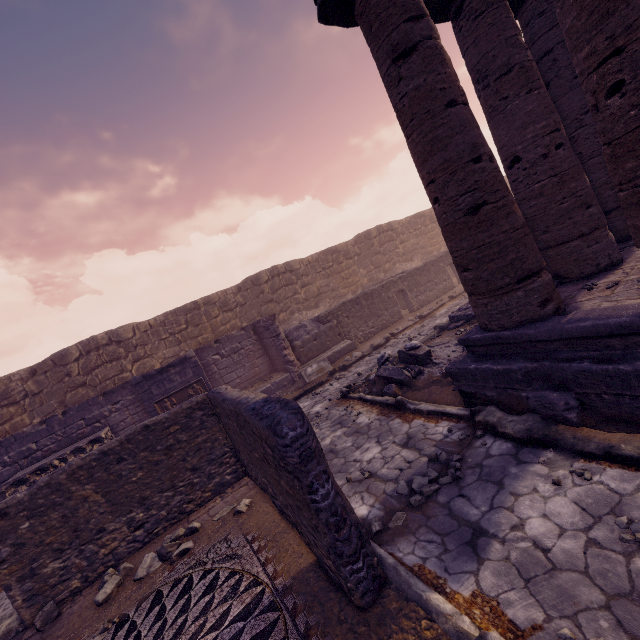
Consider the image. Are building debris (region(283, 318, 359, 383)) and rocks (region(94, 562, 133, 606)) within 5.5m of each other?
no

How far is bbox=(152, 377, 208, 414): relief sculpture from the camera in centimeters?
984cm

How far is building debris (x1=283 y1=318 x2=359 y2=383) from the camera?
12.0m

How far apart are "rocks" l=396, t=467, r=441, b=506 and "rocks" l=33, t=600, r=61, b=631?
5.51m

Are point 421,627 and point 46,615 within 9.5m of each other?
yes

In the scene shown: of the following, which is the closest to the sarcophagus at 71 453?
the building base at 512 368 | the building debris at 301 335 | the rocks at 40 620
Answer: the rocks at 40 620

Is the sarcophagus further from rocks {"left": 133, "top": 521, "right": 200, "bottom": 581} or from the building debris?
the building debris

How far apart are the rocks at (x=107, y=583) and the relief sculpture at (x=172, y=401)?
4.71m
